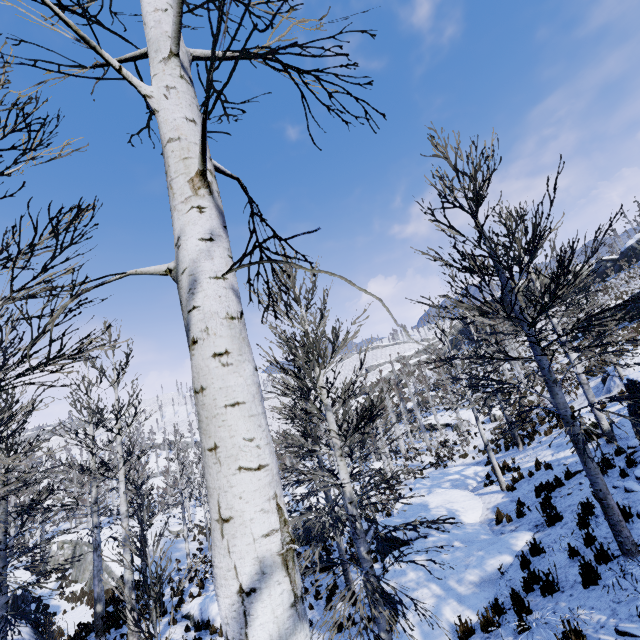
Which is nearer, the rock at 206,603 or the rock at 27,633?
the rock at 206,603

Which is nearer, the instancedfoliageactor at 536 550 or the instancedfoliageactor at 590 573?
the instancedfoliageactor at 590 573

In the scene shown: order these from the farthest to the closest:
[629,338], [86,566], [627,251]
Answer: [627,251], [86,566], [629,338]

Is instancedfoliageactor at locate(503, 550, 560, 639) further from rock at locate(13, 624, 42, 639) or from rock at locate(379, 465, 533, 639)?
rock at locate(379, 465, 533, 639)

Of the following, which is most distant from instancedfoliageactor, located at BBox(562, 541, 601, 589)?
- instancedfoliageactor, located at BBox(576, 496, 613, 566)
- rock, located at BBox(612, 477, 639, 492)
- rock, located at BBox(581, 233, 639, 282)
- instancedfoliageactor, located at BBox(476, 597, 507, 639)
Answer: rock, located at BBox(581, 233, 639, 282)

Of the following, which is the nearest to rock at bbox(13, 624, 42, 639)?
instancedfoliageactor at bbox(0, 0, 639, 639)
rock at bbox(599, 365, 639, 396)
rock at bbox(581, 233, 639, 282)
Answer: instancedfoliageactor at bbox(0, 0, 639, 639)

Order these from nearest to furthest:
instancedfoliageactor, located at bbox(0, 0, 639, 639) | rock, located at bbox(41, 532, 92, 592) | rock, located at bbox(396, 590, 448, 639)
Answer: instancedfoliageactor, located at bbox(0, 0, 639, 639) → rock, located at bbox(396, 590, 448, 639) → rock, located at bbox(41, 532, 92, 592)

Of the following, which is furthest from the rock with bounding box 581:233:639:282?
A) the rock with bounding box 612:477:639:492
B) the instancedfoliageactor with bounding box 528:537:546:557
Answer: the instancedfoliageactor with bounding box 528:537:546:557
